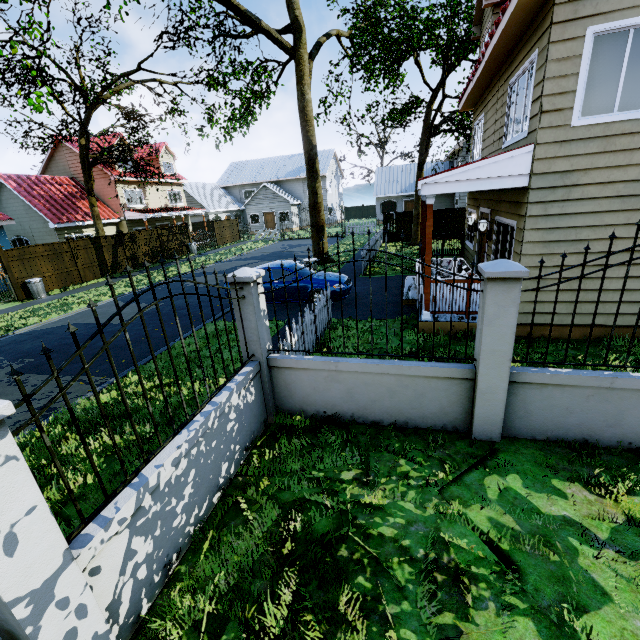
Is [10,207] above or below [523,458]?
above

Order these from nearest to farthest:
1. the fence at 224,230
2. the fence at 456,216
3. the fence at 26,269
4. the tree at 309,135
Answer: the tree at 309,135
the fence at 26,269
the fence at 456,216
the fence at 224,230

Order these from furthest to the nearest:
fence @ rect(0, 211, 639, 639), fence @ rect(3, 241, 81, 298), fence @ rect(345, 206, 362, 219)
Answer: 1. fence @ rect(345, 206, 362, 219)
2. fence @ rect(3, 241, 81, 298)
3. fence @ rect(0, 211, 639, 639)

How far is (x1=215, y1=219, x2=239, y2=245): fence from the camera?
31.2m

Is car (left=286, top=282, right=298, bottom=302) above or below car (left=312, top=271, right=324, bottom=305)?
below

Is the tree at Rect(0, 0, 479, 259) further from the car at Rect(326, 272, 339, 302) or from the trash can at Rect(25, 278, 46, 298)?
the car at Rect(326, 272, 339, 302)

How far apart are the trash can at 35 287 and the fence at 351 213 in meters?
44.4 m

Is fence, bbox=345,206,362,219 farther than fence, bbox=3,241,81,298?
Yes
